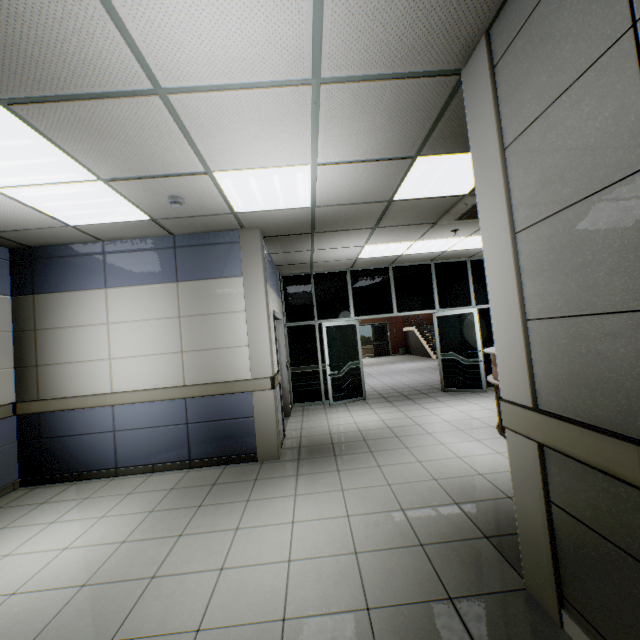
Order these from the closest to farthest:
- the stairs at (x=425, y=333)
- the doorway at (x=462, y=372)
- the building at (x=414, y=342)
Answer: the doorway at (x=462, y=372)
the stairs at (x=425, y=333)
the building at (x=414, y=342)

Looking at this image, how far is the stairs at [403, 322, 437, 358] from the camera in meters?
16.4

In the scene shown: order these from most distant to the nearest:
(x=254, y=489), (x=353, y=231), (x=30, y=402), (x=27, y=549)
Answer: (x=353, y=231) < (x=30, y=402) < (x=254, y=489) < (x=27, y=549)

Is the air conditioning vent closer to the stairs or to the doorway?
the doorway

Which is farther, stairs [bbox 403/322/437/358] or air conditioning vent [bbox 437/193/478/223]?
stairs [bbox 403/322/437/358]

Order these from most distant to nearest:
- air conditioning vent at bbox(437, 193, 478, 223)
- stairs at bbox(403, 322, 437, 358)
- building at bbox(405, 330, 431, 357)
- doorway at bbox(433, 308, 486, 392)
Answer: building at bbox(405, 330, 431, 357) < stairs at bbox(403, 322, 437, 358) < doorway at bbox(433, 308, 486, 392) < air conditioning vent at bbox(437, 193, 478, 223)

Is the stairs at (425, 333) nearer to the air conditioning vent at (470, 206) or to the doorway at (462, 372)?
the doorway at (462, 372)

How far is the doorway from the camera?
7.4m
